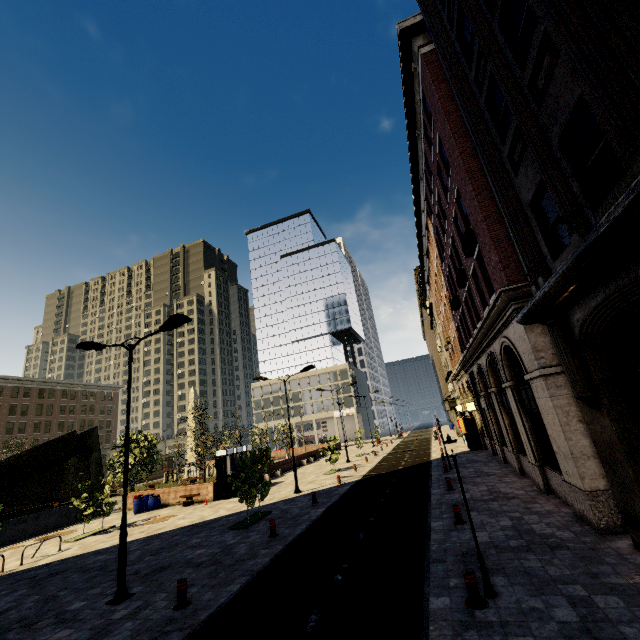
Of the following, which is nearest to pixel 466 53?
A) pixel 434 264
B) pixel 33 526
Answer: pixel 434 264

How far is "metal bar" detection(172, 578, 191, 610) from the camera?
7.99m

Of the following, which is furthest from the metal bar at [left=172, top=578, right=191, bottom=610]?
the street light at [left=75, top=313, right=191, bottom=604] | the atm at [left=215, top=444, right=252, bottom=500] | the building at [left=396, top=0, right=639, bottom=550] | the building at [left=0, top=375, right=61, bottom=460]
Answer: the building at [left=0, top=375, right=61, bottom=460]

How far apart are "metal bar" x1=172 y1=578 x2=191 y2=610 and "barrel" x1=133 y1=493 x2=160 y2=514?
17.93m

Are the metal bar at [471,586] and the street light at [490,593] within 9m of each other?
yes

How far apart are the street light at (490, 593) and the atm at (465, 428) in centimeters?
2334cm

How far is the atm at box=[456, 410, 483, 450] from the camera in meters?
27.2 m

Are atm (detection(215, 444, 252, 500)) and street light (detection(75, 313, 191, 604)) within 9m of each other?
no
